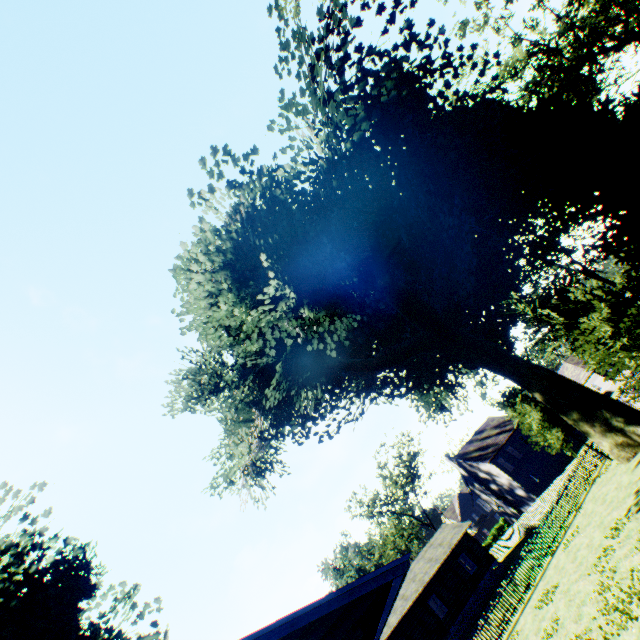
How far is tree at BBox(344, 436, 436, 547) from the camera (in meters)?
51.19

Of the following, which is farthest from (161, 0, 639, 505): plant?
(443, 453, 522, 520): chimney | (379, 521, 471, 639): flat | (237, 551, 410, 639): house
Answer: (443, 453, 522, 520): chimney

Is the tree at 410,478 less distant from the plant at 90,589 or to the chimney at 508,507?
the plant at 90,589

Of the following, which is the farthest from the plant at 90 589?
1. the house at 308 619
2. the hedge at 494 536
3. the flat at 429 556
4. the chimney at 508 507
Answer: the hedge at 494 536

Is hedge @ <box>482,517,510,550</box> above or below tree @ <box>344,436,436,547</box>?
below

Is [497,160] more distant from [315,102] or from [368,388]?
[368,388]

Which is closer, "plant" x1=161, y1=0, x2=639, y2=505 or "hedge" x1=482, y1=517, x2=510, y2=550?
"plant" x1=161, y1=0, x2=639, y2=505

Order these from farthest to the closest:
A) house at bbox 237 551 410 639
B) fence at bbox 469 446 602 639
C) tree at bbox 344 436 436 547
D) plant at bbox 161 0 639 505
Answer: tree at bbox 344 436 436 547 → fence at bbox 469 446 602 639 → plant at bbox 161 0 639 505 → house at bbox 237 551 410 639
